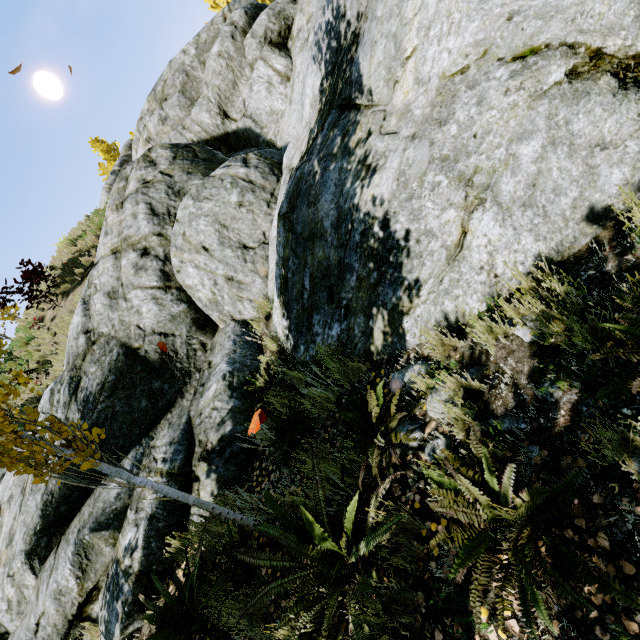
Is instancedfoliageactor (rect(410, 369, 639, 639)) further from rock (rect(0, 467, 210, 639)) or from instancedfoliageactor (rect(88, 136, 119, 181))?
instancedfoliageactor (rect(88, 136, 119, 181))

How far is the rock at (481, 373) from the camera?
2.48m

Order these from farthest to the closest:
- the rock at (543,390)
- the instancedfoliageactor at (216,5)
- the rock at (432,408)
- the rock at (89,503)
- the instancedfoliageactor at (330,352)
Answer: the instancedfoliageactor at (216,5) → the rock at (89,503) → the instancedfoliageactor at (330,352) → the rock at (432,408) → the rock at (543,390)

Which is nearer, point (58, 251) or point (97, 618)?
point (97, 618)

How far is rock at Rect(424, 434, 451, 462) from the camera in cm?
248

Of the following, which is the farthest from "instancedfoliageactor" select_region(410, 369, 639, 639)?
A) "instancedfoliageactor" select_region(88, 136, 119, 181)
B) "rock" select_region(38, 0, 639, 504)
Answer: "instancedfoliageactor" select_region(88, 136, 119, 181)
